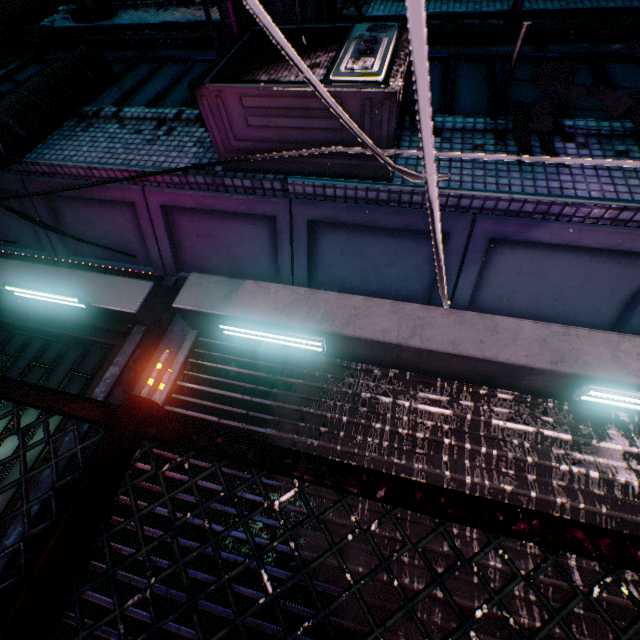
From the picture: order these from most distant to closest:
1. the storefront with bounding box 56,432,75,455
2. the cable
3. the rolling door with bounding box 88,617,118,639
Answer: the storefront with bounding box 56,432,75,455 < the rolling door with bounding box 88,617,118,639 < the cable

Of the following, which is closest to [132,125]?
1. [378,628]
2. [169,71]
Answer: [169,71]

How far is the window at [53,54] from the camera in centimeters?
389cm

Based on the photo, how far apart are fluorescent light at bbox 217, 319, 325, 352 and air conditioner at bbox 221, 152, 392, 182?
1.0m

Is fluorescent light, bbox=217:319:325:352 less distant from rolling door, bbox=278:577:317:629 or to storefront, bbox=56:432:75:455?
rolling door, bbox=278:577:317:629

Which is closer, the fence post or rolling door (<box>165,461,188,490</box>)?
Answer: the fence post

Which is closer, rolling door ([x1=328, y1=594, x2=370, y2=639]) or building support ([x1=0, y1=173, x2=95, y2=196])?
rolling door ([x1=328, y1=594, x2=370, y2=639])

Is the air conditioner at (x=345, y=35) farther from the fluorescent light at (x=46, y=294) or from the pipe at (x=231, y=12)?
the fluorescent light at (x=46, y=294)
